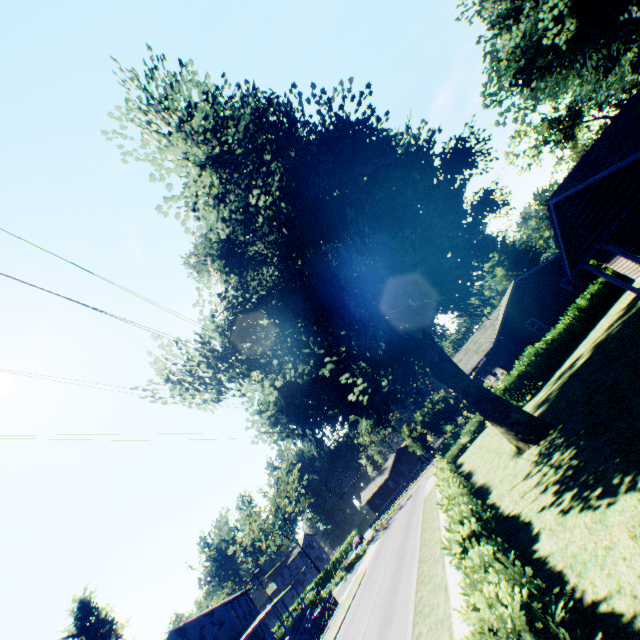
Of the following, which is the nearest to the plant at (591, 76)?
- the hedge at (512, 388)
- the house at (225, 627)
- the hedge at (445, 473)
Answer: Answer: the house at (225, 627)

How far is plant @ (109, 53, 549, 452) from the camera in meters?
10.7 m

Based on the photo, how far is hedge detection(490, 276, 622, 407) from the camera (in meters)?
24.52

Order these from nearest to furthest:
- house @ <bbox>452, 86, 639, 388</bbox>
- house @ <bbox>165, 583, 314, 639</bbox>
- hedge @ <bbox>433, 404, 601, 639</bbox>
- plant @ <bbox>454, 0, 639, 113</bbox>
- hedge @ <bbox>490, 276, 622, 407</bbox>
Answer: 1. hedge @ <bbox>433, 404, 601, 639</bbox>
2. house @ <bbox>452, 86, 639, 388</bbox>
3. plant @ <bbox>454, 0, 639, 113</bbox>
4. hedge @ <bbox>490, 276, 622, 407</bbox>
5. house @ <bbox>165, 583, 314, 639</bbox>

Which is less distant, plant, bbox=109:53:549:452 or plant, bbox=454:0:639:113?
plant, bbox=109:53:549:452

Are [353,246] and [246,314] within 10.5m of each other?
yes

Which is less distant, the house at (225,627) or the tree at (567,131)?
the house at (225,627)

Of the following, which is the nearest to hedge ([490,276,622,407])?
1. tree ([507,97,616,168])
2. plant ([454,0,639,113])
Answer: plant ([454,0,639,113])
